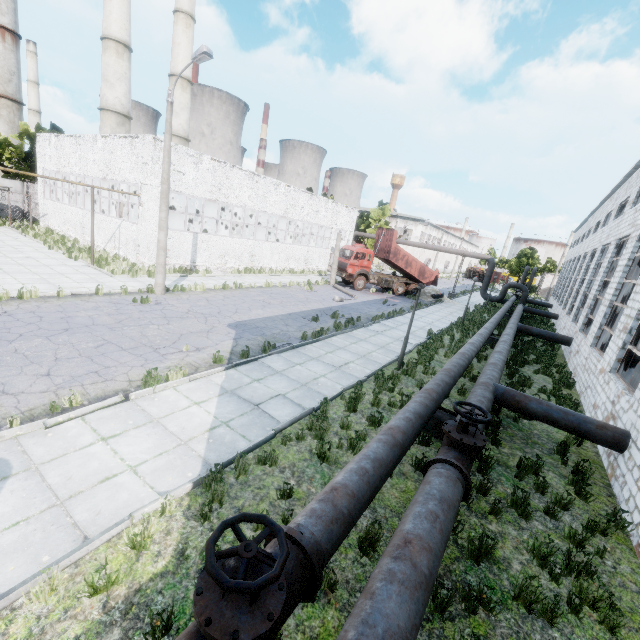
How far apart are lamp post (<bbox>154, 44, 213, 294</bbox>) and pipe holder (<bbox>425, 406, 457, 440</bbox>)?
13.25m

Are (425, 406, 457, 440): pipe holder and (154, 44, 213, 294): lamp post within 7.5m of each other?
no

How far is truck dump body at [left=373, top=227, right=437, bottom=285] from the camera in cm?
2869

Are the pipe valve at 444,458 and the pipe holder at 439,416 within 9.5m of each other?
yes

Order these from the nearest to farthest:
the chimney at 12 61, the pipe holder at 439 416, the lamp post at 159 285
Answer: the pipe holder at 439 416, the lamp post at 159 285, the chimney at 12 61

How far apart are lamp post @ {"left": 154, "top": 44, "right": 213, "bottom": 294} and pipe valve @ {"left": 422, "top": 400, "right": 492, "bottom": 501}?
14.3 meters

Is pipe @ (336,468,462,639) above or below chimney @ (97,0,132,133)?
below

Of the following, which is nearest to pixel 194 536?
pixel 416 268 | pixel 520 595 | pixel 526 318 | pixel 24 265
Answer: pixel 520 595
